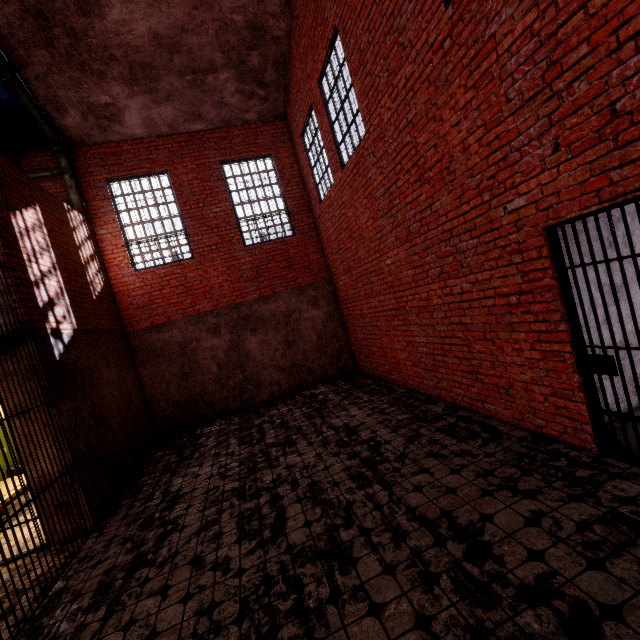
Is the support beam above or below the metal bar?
above

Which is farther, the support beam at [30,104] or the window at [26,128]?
the window at [26,128]

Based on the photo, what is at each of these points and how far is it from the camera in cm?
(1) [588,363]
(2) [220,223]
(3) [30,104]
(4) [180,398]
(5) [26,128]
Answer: (1) metal bar, 325
(2) trim, 916
(3) support beam, 699
(4) foundation, 877
(5) window, 756

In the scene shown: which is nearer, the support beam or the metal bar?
the metal bar

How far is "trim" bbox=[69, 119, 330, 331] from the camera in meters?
8.5

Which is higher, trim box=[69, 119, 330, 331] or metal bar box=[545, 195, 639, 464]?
trim box=[69, 119, 330, 331]

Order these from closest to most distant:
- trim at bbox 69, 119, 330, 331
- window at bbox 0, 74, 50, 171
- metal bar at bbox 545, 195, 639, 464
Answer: metal bar at bbox 545, 195, 639, 464, window at bbox 0, 74, 50, 171, trim at bbox 69, 119, 330, 331

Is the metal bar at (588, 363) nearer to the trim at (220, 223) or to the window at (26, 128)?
the trim at (220, 223)
